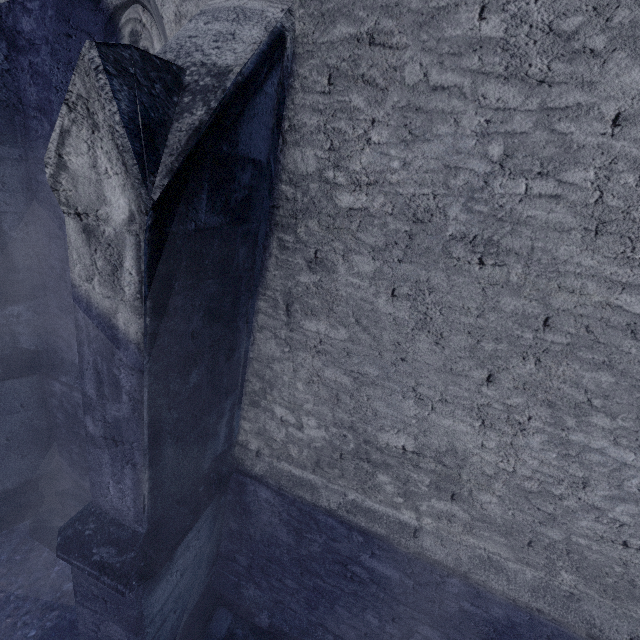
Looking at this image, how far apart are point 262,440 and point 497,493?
2.1m
